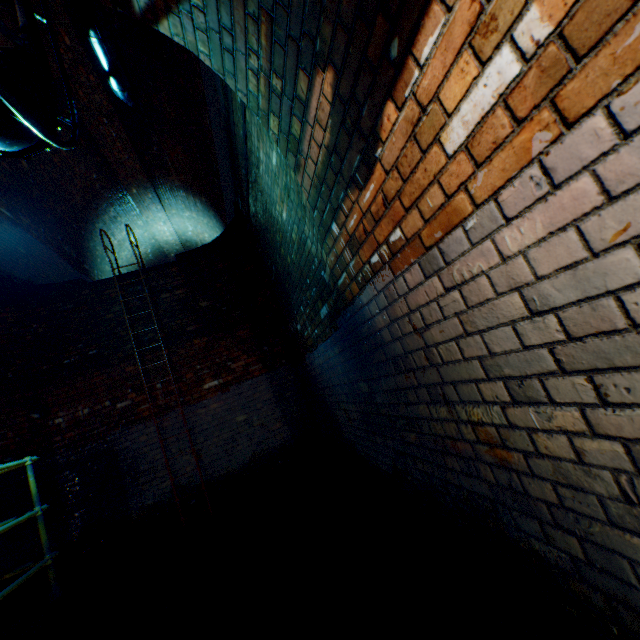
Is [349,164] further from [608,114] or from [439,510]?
[439,510]

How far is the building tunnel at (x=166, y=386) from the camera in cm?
562

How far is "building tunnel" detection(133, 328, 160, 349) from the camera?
5.8 meters

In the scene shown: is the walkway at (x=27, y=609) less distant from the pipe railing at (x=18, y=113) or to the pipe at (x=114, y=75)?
the pipe railing at (x=18, y=113)

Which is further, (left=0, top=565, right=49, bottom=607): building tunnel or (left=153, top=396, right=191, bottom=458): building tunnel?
(left=153, top=396, right=191, bottom=458): building tunnel

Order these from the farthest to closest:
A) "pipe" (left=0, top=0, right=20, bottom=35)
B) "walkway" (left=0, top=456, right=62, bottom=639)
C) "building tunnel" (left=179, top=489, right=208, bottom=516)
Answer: "building tunnel" (left=179, top=489, right=208, bottom=516) < "walkway" (left=0, top=456, right=62, bottom=639) < "pipe" (left=0, top=0, right=20, bottom=35)

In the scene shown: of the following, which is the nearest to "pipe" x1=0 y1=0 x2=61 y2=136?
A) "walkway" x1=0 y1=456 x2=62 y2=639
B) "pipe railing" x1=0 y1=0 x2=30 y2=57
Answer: "pipe railing" x1=0 y1=0 x2=30 y2=57
